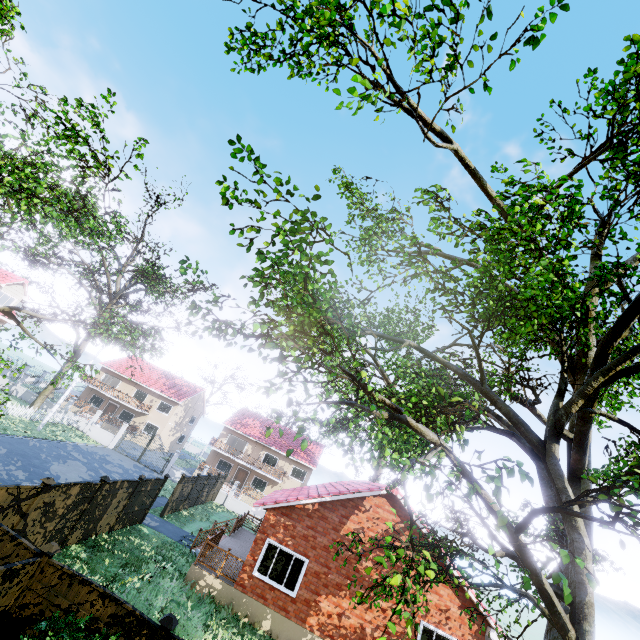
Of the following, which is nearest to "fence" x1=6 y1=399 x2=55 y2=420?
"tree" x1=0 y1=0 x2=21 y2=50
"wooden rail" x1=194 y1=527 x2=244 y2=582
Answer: "tree" x1=0 y1=0 x2=21 y2=50

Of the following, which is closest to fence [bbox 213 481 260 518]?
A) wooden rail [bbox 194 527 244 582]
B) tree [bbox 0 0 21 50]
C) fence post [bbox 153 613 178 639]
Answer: fence post [bbox 153 613 178 639]

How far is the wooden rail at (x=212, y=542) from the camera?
13.6 meters

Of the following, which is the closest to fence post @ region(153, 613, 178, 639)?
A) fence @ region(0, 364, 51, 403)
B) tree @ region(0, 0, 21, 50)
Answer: fence @ region(0, 364, 51, 403)

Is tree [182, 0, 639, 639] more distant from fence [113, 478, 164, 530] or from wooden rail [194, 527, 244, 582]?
wooden rail [194, 527, 244, 582]

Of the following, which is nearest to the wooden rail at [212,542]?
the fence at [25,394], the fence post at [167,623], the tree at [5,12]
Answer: the fence at [25,394]

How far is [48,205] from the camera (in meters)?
8.21
